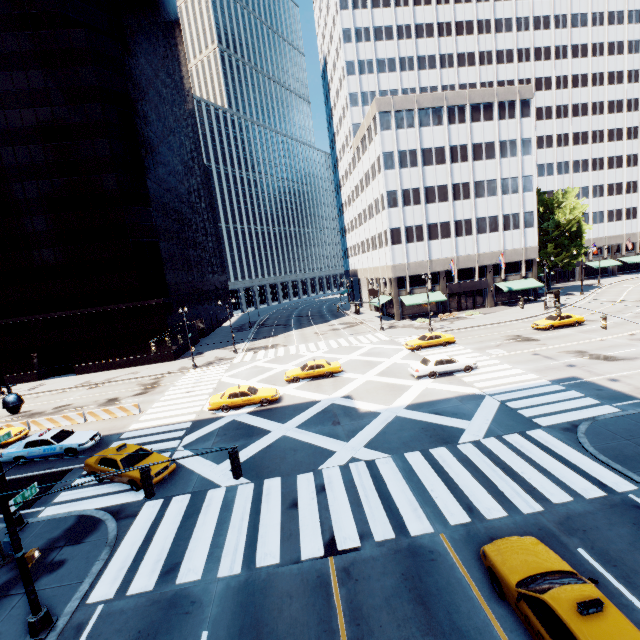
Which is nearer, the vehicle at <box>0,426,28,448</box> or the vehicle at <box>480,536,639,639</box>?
the vehicle at <box>480,536,639,639</box>

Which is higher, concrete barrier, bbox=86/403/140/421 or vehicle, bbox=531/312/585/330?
vehicle, bbox=531/312/585/330

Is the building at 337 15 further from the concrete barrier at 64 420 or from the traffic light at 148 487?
the traffic light at 148 487

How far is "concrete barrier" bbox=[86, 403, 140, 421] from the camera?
25.7m

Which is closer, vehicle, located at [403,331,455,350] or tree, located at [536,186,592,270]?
vehicle, located at [403,331,455,350]

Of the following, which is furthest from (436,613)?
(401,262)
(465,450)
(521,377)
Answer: (401,262)

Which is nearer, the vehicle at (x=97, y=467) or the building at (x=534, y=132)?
the vehicle at (x=97, y=467)

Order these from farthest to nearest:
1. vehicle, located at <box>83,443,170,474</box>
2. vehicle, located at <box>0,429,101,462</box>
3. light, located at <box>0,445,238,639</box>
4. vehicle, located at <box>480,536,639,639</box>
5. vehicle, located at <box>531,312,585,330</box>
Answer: vehicle, located at <box>531,312,585,330</box>
vehicle, located at <box>0,429,101,462</box>
vehicle, located at <box>83,443,170,474</box>
light, located at <box>0,445,238,639</box>
vehicle, located at <box>480,536,639,639</box>
